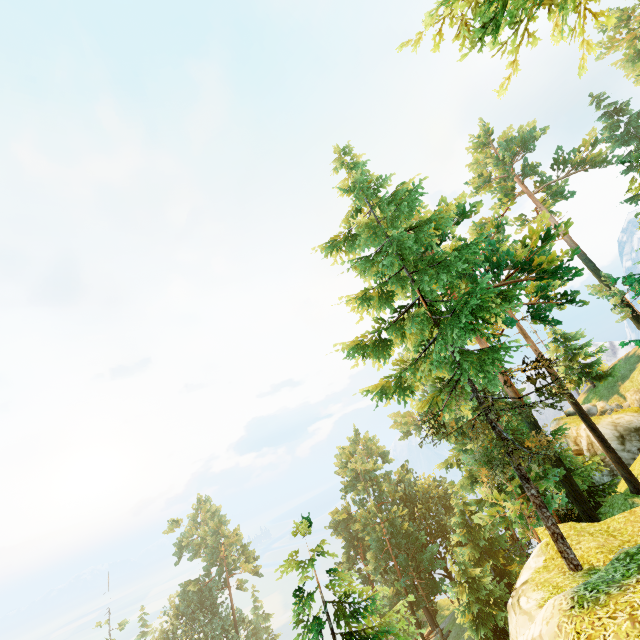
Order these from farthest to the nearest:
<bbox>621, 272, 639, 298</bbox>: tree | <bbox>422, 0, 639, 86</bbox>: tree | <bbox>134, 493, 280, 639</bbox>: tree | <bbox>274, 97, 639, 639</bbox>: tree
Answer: <bbox>134, 493, 280, 639</bbox>: tree, <bbox>274, 97, 639, 639</bbox>: tree, <bbox>621, 272, 639, 298</bbox>: tree, <bbox>422, 0, 639, 86</bbox>: tree

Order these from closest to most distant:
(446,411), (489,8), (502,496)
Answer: (489,8)
(446,411)
(502,496)

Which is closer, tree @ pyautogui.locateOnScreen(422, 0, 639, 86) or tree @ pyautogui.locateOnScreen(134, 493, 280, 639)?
tree @ pyautogui.locateOnScreen(422, 0, 639, 86)

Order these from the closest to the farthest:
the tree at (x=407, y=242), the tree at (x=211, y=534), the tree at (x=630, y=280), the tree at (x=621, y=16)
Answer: the tree at (x=621, y=16), the tree at (x=630, y=280), the tree at (x=407, y=242), the tree at (x=211, y=534)

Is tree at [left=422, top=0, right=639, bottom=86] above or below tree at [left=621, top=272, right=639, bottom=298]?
above

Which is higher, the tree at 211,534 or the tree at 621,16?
the tree at 621,16
